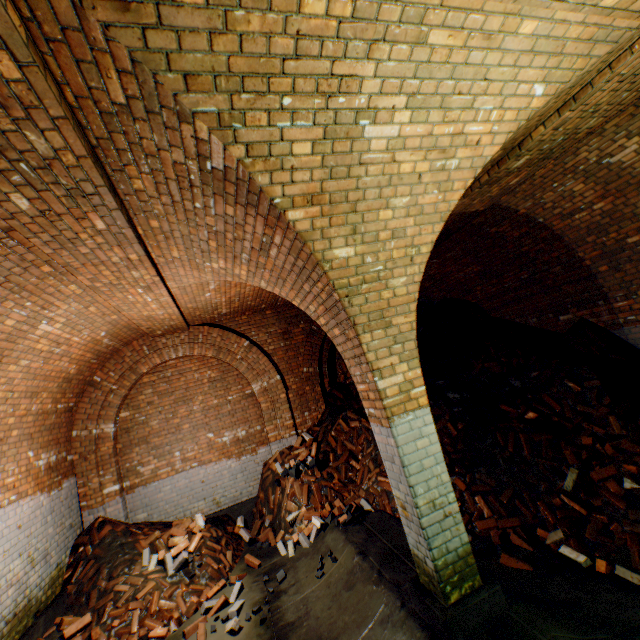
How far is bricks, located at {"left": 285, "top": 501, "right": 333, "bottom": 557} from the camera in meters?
5.4 m

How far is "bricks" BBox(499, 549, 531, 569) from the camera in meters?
3.7 m

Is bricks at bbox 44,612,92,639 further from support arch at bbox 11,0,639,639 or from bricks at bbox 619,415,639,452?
bricks at bbox 619,415,639,452

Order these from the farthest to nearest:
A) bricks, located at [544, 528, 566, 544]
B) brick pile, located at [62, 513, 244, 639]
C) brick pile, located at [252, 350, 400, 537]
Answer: brick pile, located at [252, 350, 400, 537], brick pile, located at [62, 513, 244, 639], bricks, located at [544, 528, 566, 544]

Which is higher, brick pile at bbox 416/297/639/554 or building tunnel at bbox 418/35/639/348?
building tunnel at bbox 418/35/639/348

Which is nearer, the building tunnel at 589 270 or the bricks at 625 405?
the building tunnel at 589 270

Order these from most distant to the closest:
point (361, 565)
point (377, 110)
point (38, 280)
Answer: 1. point (361, 565)
2. point (38, 280)
3. point (377, 110)

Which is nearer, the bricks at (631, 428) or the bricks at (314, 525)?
the bricks at (631, 428)
